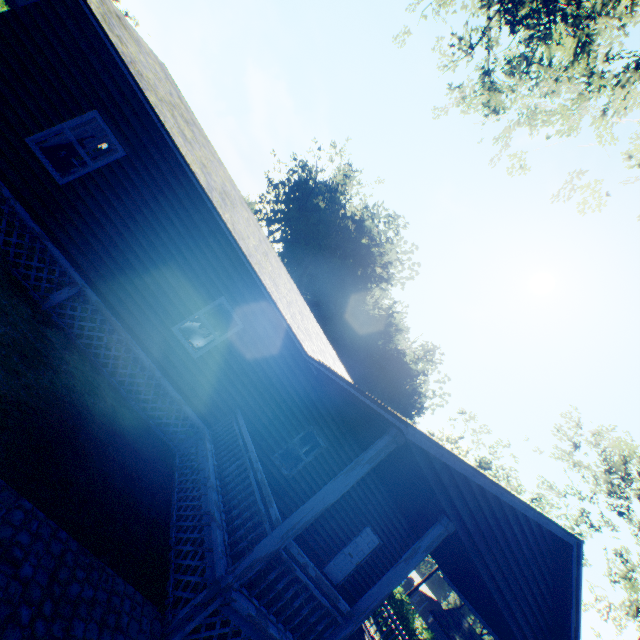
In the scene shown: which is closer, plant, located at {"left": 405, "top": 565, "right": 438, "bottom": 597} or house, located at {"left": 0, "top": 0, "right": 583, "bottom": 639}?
house, located at {"left": 0, "top": 0, "right": 583, "bottom": 639}

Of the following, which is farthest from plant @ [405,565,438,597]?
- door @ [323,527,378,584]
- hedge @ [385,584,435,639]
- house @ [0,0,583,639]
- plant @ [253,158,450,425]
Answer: door @ [323,527,378,584]

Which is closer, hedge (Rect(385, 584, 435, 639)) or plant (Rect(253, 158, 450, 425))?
Answer: hedge (Rect(385, 584, 435, 639))

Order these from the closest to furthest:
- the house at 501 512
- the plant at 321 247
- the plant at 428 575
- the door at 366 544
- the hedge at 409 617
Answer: the house at 501 512, the door at 366 544, the hedge at 409 617, the plant at 321 247, the plant at 428 575

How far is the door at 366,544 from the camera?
11.63m

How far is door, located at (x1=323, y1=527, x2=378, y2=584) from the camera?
11.6m

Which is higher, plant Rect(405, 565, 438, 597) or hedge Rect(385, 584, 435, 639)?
plant Rect(405, 565, 438, 597)

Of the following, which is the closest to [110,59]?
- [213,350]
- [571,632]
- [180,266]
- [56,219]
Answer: [56,219]
